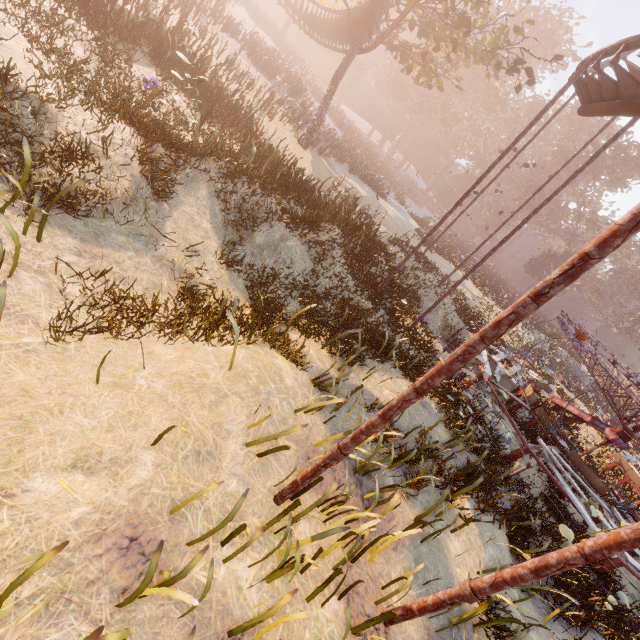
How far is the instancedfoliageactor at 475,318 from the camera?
18.75m

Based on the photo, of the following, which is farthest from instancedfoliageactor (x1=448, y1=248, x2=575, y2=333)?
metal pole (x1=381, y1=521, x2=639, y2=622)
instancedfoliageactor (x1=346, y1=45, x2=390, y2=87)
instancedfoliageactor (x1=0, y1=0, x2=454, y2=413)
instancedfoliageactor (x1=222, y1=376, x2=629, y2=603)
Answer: instancedfoliageactor (x1=222, y1=376, x2=629, y2=603)

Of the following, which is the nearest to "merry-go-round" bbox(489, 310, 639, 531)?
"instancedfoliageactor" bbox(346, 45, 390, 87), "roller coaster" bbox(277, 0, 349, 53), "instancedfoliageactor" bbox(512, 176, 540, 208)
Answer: "roller coaster" bbox(277, 0, 349, 53)

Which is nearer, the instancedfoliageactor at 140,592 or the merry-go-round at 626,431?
the instancedfoliageactor at 140,592

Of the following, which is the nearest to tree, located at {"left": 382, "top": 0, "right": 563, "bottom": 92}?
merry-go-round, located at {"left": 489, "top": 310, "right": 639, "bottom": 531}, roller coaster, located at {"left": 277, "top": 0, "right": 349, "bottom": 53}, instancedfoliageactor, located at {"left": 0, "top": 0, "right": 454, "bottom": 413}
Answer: roller coaster, located at {"left": 277, "top": 0, "right": 349, "bottom": 53}

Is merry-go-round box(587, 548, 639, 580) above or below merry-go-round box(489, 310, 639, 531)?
below

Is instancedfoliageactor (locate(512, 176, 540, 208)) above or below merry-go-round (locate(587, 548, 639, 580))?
above

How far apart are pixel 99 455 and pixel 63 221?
4.7 meters
